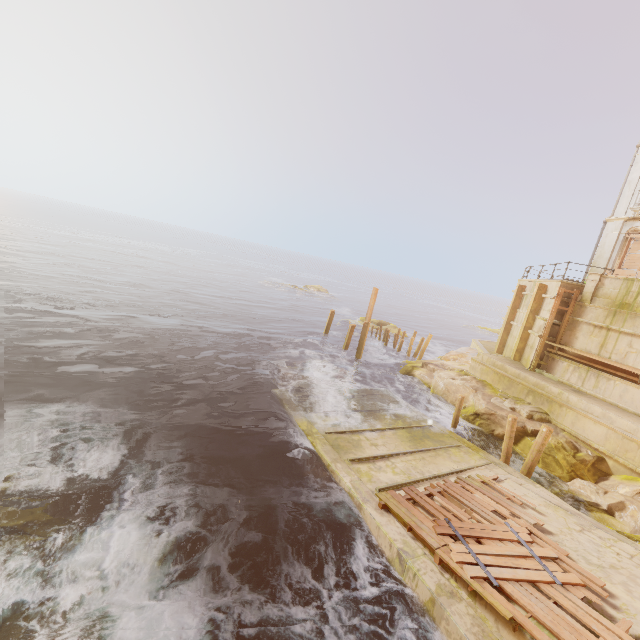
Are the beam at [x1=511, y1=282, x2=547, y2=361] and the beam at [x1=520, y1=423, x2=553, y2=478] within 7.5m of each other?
no

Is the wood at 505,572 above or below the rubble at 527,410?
below

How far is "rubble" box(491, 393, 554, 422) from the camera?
14.9m

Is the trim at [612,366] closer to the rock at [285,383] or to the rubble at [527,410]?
the rubble at [527,410]

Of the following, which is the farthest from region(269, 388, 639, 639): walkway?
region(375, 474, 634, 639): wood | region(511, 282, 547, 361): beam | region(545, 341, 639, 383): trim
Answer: region(511, 282, 547, 361): beam

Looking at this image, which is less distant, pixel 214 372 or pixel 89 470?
pixel 89 470

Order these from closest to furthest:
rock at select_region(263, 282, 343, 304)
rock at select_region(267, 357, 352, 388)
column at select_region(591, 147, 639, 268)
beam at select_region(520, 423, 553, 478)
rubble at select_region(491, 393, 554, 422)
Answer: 1. beam at select_region(520, 423, 553, 478)
2. rubble at select_region(491, 393, 554, 422)
3. rock at select_region(267, 357, 352, 388)
4. column at select_region(591, 147, 639, 268)
5. rock at select_region(263, 282, 343, 304)

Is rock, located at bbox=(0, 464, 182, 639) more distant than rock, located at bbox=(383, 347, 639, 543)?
No
